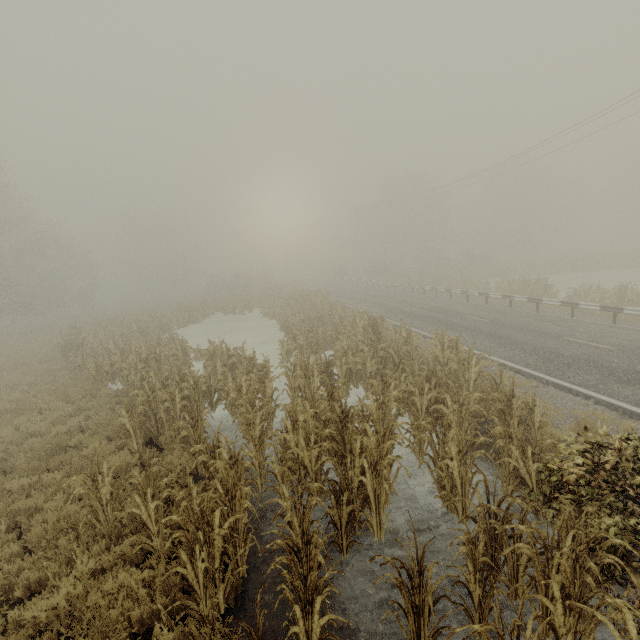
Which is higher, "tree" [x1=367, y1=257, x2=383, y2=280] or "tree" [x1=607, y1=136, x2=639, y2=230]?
"tree" [x1=607, y1=136, x2=639, y2=230]

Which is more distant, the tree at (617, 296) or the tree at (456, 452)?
the tree at (617, 296)

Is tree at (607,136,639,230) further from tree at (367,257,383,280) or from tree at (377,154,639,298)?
tree at (367,257,383,280)

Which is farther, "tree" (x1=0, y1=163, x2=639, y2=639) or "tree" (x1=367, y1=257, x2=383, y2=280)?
"tree" (x1=367, y1=257, x2=383, y2=280)

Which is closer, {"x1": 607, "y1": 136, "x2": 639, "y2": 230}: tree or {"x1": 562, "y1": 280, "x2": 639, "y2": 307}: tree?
{"x1": 562, "y1": 280, "x2": 639, "y2": 307}: tree

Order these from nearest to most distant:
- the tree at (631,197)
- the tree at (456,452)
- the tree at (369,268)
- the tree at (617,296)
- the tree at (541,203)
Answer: the tree at (456,452) < the tree at (617,296) < the tree at (541,203) < the tree at (369,268) < the tree at (631,197)

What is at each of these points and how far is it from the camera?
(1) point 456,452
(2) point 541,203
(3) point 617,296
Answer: (1) tree, 5.5 meters
(2) tree, 50.0 meters
(3) tree, 16.0 meters

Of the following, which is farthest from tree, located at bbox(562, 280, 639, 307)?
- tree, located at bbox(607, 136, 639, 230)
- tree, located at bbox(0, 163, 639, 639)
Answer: tree, located at bbox(607, 136, 639, 230)
